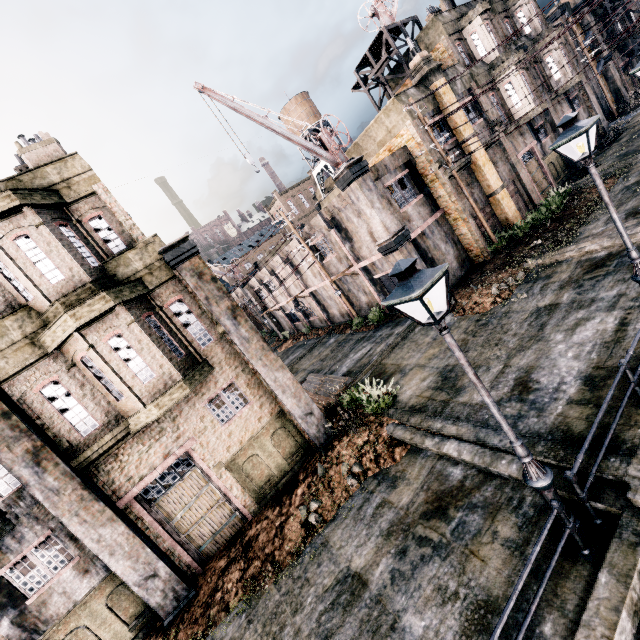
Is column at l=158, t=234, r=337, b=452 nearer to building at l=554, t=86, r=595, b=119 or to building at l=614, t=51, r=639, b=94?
building at l=554, t=86, r=595, b=119

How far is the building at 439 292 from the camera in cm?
1831

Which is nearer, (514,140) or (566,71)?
(514,140)

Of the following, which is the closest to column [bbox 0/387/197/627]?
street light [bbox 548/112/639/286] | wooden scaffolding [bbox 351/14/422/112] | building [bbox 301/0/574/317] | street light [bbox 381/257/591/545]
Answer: street light [bbox 381/257/591/545]

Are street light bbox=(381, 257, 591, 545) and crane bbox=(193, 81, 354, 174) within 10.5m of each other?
no

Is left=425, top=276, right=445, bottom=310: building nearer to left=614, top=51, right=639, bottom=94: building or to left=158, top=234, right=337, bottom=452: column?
left=158, top=234, right=337, bottom=452: column

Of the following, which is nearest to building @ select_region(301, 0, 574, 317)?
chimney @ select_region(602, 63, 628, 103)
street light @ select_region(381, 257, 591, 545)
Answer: street light @ select_region(381, 257, 591, 545)

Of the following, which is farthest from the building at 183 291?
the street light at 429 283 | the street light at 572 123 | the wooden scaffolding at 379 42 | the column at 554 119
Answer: the column at 554 119
